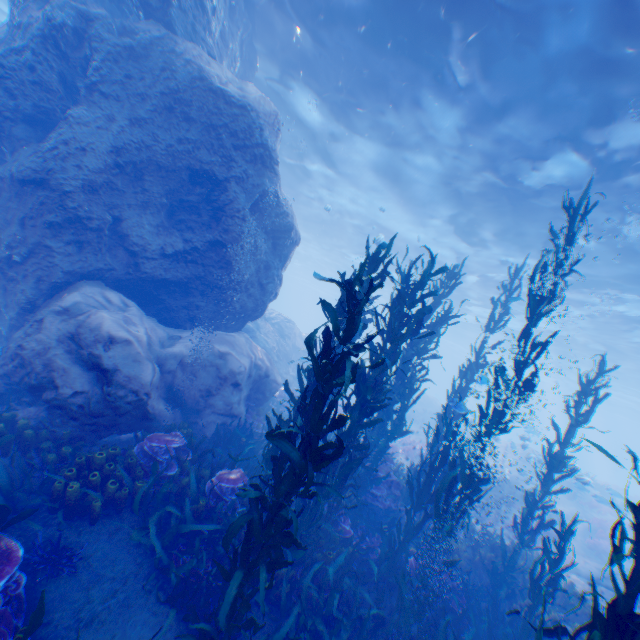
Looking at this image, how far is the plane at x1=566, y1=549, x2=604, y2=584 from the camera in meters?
12.7 m

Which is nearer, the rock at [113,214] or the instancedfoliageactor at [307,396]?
the instancedfoliageactor at [307,396]

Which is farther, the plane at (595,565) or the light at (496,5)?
the plane at (595,565)

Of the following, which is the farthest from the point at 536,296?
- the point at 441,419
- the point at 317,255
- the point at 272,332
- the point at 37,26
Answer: the point at 317,255

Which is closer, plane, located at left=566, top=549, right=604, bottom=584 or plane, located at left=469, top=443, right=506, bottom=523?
plane, located at left=566, top=549, right=604, bottom=584

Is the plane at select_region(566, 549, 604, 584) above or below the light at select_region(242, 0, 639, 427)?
below

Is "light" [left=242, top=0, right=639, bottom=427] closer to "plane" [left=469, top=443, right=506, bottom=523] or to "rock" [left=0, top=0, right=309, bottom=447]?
"rock" [left=0, top=0, right=309, bottom=447]

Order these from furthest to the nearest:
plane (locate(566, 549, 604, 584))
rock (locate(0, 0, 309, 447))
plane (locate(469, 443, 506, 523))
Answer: plane (locate(469, 443, 506, 523)), plane (locate(566, 549, 604, 584)), rock (locate(0, 0, 309, 447))
